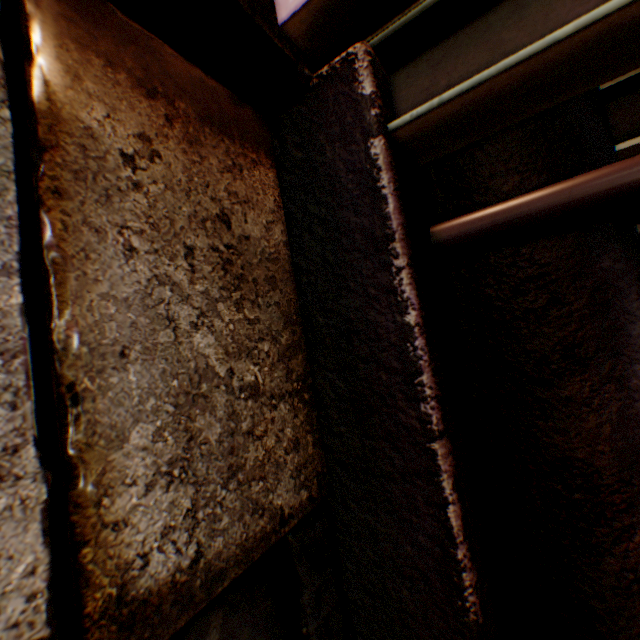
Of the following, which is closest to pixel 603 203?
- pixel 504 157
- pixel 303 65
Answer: pixel 504 157

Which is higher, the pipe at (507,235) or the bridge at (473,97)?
the bridge at (473,97)

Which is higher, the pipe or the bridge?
the bridge
